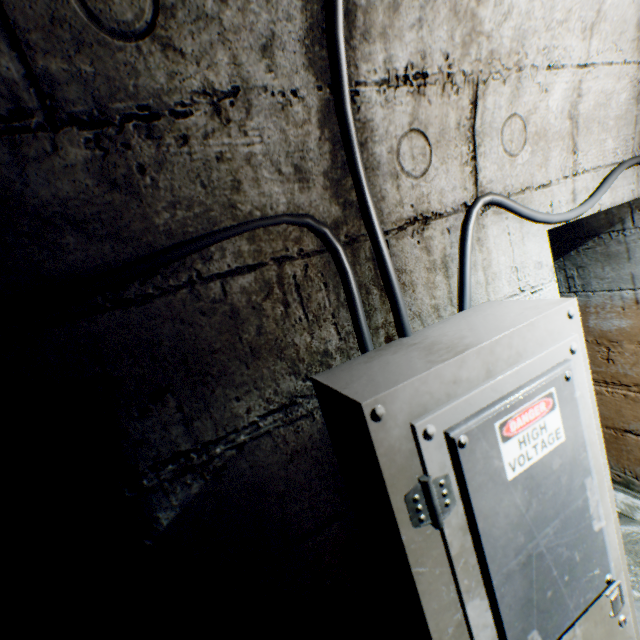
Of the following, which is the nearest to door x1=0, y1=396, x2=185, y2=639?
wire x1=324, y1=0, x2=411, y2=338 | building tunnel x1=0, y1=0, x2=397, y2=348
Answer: building tunnel x1=0, y1=0, x2=397, y2=348

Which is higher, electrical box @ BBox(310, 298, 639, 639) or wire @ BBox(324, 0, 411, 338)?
wire @ BBox(324, 0, 411, 338)

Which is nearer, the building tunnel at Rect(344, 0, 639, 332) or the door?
the building tunnel at Rect(344, 0, 639, 332)

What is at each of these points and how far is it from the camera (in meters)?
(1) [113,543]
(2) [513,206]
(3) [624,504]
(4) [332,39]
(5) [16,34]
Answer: (1) door, 1.55
(2) wire, 0.99
(3) building tunnel, 2.21
(4) wire, 0.62
(5) building tunnel, 0.47

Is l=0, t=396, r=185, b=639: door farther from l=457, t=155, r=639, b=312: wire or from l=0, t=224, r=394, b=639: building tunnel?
l=457, t=155, r=639, b=312: wire

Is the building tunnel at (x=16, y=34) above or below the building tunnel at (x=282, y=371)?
above

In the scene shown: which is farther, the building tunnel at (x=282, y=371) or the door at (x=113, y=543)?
the door at (x=113, y=543)

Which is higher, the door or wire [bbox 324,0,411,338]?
wire [bbox 324,0,411,338]
